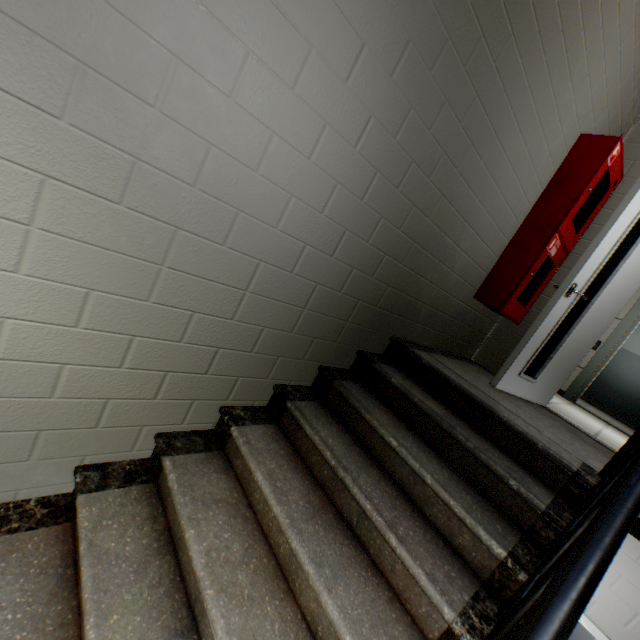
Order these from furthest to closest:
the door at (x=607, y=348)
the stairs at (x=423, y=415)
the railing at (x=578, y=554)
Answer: the door at (x=607, y=348) < the stairs at (x=423, y=415) < the railing at (x=578, y=554)

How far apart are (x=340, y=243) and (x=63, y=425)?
1.5m

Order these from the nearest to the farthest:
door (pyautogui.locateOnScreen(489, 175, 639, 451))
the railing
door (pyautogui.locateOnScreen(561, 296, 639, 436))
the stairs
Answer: the railing
the stairs
door (pyautogui.locateOnScreen(489, 175, 639, 451))
door (pyautogui.locateOnScreen(561, 296, 639, 436))

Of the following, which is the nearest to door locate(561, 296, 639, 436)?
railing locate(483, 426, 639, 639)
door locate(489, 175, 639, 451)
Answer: door locate(489, 175, 639, 451)

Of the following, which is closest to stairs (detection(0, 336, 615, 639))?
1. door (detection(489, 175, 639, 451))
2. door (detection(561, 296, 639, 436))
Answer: door (detection(489, 175, 639, 451))

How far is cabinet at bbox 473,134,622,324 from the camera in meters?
2.6 m

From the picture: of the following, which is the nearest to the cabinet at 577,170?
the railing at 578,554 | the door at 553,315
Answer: the door at 553,315

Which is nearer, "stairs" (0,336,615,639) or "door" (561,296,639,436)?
"stairs" (0,336,615,639)
